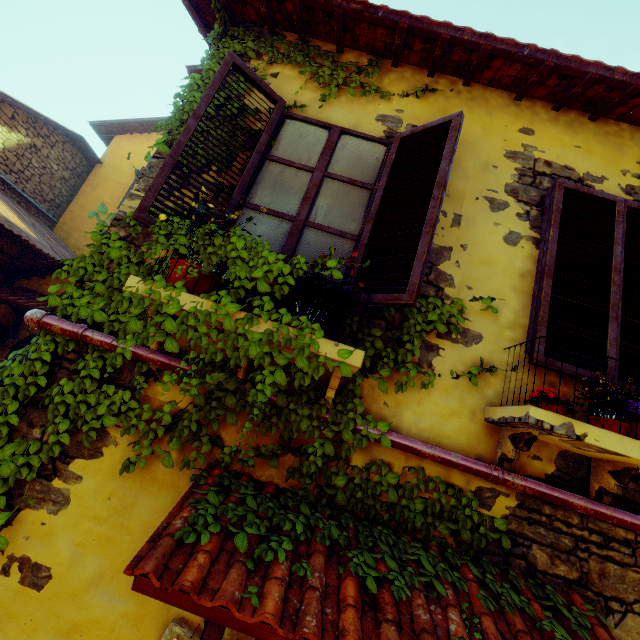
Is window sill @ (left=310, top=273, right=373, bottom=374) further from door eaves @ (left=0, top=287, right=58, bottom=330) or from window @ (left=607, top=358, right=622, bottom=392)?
door eaves @ (left=0, top=287, right=58, bottom=330)

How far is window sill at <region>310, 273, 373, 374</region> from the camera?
1.9 meters

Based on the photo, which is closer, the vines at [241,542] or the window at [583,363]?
the vines at [241,542]

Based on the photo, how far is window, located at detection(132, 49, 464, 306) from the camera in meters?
2.2 m

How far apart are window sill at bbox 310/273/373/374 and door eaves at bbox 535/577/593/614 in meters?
0.6

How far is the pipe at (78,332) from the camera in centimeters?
224cm

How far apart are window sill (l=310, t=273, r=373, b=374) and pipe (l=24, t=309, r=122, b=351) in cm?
7

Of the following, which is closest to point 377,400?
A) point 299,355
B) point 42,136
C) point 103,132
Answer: point 299,355
